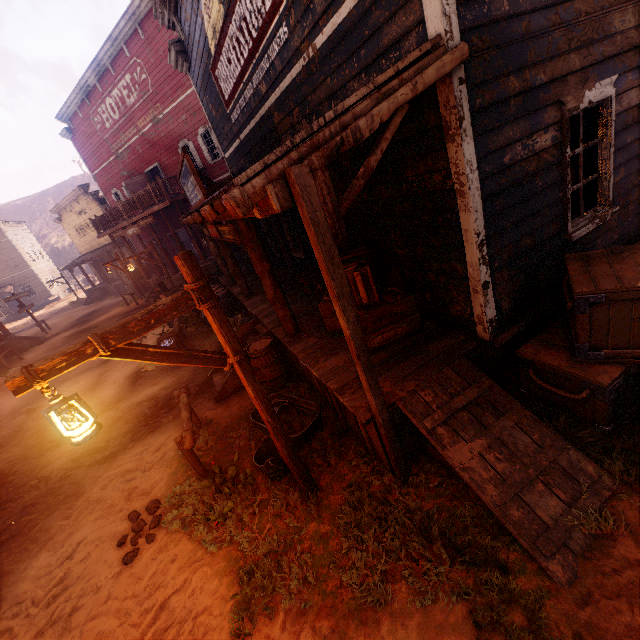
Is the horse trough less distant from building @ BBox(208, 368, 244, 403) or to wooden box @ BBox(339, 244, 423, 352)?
building @ BBox(208, 368, 244, 403)

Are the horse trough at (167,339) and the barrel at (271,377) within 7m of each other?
yes

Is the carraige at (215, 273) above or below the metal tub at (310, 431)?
above

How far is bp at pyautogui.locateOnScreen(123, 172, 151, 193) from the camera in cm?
2084

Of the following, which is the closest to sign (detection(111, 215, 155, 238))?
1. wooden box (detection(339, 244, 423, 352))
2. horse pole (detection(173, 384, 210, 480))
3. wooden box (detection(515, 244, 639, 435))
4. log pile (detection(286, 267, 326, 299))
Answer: log pile (detection(286, 267, 326, 299))

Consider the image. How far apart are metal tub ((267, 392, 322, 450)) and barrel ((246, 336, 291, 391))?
0.5m

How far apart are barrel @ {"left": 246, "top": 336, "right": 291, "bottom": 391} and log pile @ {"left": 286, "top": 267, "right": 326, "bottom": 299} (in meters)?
1.49

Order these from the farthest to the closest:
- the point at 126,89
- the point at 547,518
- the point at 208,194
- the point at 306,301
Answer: the point at 126,89 → the point at 306,301 → the point at 208,194 → the point at 547,518
